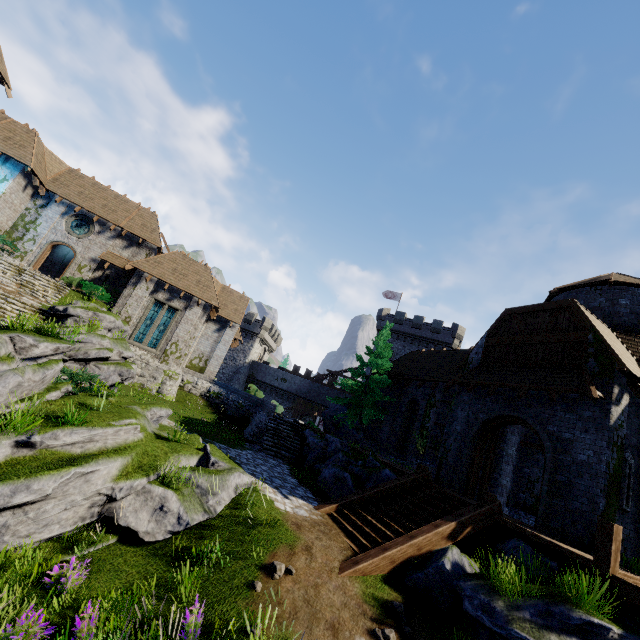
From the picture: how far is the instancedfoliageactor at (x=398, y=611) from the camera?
6.8m

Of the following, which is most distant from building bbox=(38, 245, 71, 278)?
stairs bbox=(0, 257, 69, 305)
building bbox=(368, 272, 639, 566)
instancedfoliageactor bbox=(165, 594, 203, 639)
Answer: instancedfoliageactor bbox=(165, 594, 203, 639)

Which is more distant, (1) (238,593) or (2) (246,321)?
(2) (246,321)

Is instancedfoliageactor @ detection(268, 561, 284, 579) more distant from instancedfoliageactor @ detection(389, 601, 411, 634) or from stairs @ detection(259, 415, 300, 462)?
stairs @ detection(259, 415, 300, 462)

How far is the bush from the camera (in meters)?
22.52

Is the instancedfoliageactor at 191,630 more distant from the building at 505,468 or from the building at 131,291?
the building at 131,291

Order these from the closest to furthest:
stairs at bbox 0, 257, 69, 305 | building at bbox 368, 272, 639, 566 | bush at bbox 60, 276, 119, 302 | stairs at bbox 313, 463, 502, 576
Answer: stairs at bbox 313, 463, 502, 576, building at bbox 368, 272, 639, 566, stairs at bbox 0, 257, 69, 305, bush at bbox 60, 276, 119, 302

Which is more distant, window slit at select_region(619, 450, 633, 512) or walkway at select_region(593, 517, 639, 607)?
window slit at select_region(619, 450, 633, 512)
